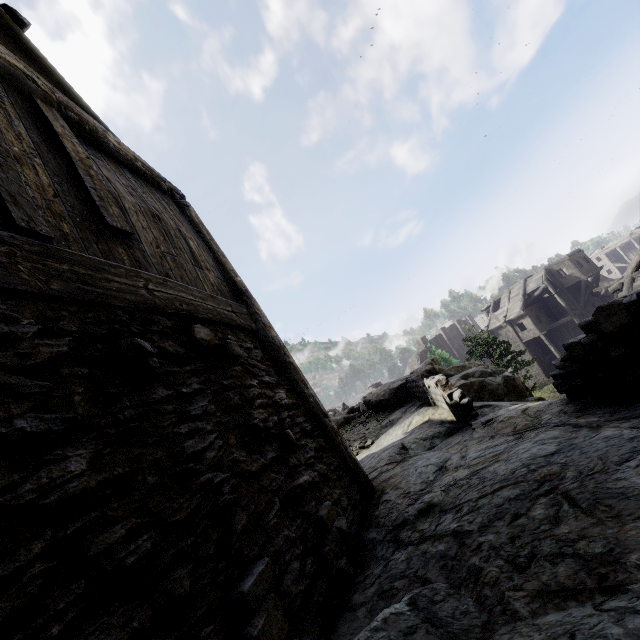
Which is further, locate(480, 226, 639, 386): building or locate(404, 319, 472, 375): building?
locate(404, 319, 472, 375): building

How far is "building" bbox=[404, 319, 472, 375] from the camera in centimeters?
4970cm

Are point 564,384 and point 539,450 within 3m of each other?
yes

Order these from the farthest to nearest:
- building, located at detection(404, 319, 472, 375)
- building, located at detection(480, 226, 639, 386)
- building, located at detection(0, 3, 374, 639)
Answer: building, located at detection(404, 319, 472, 375), building, located at detection(480, 226, 639, 386), building, located at detection(0, 3, 374, 639)

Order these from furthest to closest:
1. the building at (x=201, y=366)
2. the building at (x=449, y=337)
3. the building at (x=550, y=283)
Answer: the building at (x=449, y=337) < the building at (x=550, y=283) < the building at (x=201, y=366)

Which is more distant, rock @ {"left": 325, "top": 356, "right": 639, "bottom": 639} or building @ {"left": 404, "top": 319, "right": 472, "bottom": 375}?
building @ {"left": 404, "top": 319, "right": 472, "bottom": 375}

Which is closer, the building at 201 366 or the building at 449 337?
the building at 201 366
